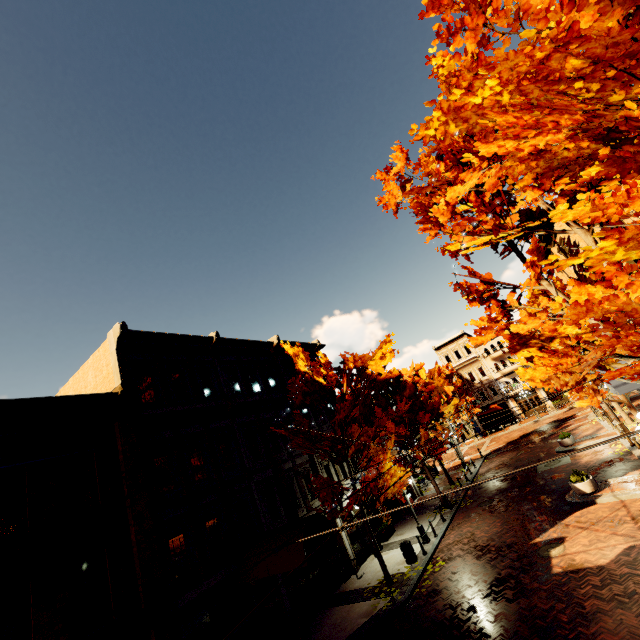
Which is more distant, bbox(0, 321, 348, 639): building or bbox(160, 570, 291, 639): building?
bbox(160, 570, 291, 639): building

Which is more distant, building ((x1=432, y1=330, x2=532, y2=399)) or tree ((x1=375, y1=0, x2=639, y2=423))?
building ((x1=432, y1=330, x2=532, y2=399))

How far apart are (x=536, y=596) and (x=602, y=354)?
8.23m

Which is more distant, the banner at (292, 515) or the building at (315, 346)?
the building at (315, 346)

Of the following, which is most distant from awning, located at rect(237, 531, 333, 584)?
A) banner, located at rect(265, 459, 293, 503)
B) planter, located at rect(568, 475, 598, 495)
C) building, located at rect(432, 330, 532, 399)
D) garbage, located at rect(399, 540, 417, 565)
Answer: building, located at rect(432, 330, 532, 399)

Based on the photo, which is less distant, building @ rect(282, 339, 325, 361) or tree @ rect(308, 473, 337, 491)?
tree @ rect(308, 473, 337, 491)

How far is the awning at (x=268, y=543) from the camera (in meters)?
11.98

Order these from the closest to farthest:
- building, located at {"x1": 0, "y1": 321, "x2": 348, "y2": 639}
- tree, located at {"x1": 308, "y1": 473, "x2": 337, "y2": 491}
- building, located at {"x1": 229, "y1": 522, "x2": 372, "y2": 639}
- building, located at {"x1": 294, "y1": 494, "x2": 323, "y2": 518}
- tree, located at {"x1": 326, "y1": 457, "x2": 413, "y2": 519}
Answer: building, located at {"x1": 0, "y1": 321, "x2": 348, "y2": 639} < building, located at {"x1": 229, "y1": 522, "x2": 372, "y2": 639} < tree, located at {"x1": 326, "y1": 457, "x2": 413, "y2": 519} < tree, located at {"x1": 308, "y1": 473, "x2": 337, "y2": 491} < building, located at {"x1": 294, "y1": 494, "x2": 323, "y2": 518}
